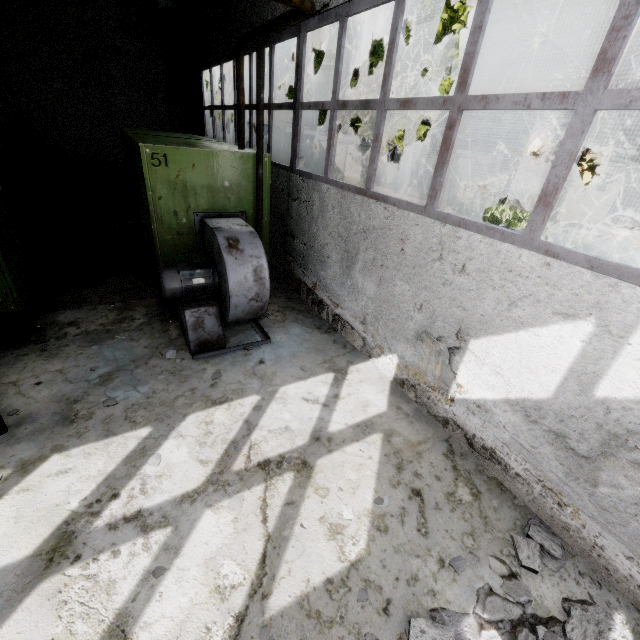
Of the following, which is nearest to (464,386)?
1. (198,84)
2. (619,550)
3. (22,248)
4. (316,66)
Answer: (619,550)

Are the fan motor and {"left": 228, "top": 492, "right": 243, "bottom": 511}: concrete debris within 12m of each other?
yes

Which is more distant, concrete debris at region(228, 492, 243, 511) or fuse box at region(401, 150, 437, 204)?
fuse box at region(401, 150, 437, 204)

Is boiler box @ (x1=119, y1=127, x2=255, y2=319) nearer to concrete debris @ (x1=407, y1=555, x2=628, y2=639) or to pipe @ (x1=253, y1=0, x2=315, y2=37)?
pipe @ (x1=253, y1=0, x2=315, y2=37)

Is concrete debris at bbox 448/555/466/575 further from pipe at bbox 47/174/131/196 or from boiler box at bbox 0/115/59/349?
boiler box at bbox 0/115/59/349

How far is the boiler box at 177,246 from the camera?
4.93m

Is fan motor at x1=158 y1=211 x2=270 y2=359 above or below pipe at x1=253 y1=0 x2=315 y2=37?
below

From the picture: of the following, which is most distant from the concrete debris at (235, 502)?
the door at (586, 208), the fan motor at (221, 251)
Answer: the door at (586, 208)
